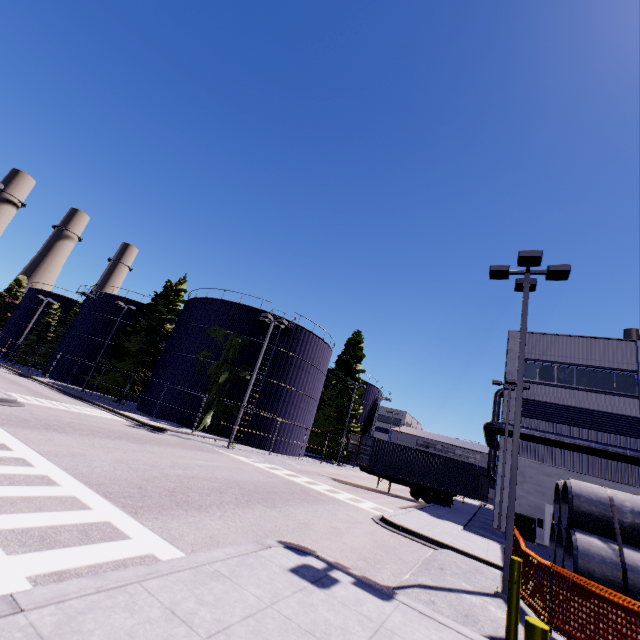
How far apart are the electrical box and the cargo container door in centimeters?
967cm

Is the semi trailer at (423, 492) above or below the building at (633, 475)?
below

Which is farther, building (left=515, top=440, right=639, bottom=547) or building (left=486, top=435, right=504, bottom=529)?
building (left=486, top=435, right=504, bottom=529)

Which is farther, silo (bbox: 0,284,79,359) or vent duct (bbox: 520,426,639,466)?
silo (bbox: 0,284,79,359)

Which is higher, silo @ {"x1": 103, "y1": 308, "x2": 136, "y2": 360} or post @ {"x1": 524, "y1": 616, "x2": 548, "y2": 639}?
silo @ {"x1": 103, "y1": 308, "x2": 136, "y2": 360}

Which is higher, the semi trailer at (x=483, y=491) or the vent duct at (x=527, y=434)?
the vent duct at (x=527, y=434)

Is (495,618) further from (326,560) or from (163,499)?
(163,499)

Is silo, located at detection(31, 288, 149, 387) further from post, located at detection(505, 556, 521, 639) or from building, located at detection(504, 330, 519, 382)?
post, located at detection(505, 556, 521, 639)
